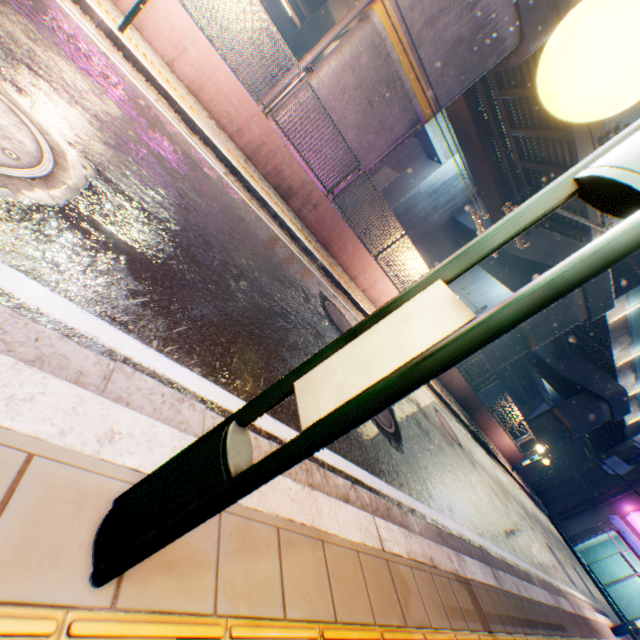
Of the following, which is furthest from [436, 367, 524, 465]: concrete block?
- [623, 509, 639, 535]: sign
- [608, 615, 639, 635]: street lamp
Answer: [608, 615, 639, 635]: street lamp

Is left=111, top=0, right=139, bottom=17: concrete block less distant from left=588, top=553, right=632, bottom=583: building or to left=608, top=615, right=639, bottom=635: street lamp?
left=588, top=553, right=632, bottom=583: building

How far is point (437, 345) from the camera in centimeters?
60cm

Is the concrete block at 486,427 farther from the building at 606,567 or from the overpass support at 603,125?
the overpass support at 603,125

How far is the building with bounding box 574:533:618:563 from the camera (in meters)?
24.01

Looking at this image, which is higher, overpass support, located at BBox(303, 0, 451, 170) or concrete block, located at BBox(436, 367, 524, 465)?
overpass support, located at BBox(303, 0, 451, 170)

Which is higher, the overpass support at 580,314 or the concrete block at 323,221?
the overpass support at 580,314

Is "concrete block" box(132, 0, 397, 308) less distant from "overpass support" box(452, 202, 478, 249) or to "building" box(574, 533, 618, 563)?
"building" box(574, 533, 618, 563)
